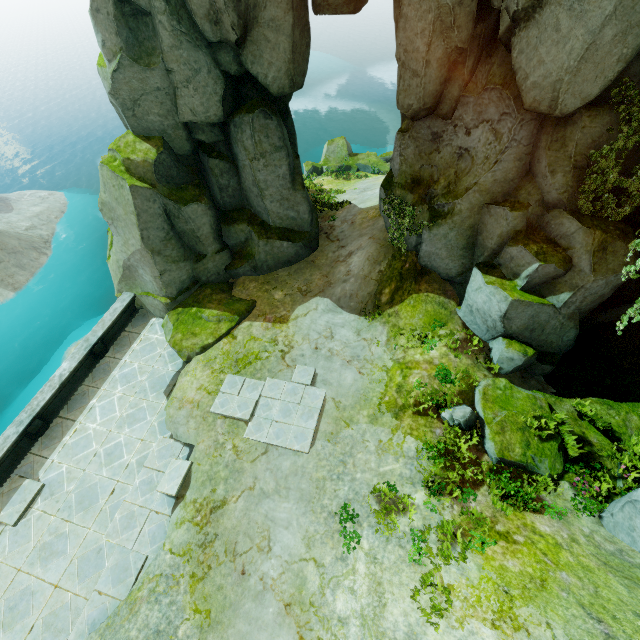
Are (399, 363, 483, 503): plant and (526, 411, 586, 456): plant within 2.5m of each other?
yes

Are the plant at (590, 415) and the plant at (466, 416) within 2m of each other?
no

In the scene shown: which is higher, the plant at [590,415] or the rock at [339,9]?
the rock at [339,9]

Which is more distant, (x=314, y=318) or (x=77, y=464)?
(x=314, y=318)

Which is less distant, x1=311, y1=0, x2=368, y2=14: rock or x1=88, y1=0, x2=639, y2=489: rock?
x1=88, y1=0, x2=639, y2=489: rock

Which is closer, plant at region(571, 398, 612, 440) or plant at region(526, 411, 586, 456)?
plant at region(526, 411, 586, 456)

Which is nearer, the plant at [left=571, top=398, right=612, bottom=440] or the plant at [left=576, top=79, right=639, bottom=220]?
the plant at [left=576, top=79, right=639, bottom=220]
